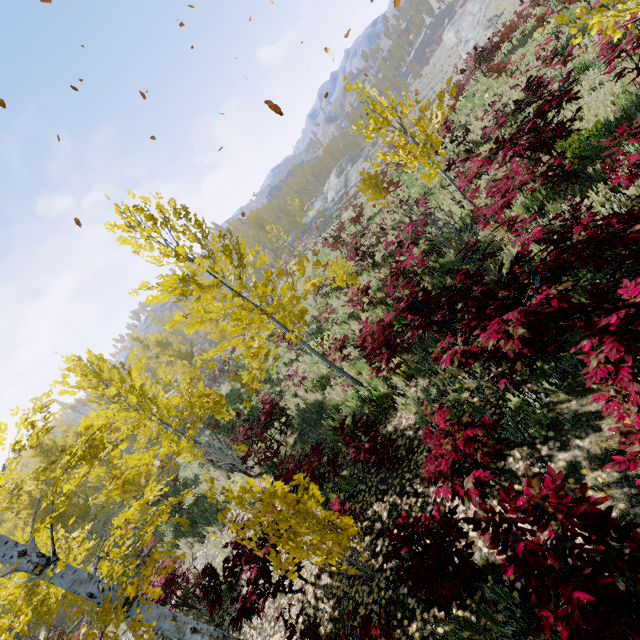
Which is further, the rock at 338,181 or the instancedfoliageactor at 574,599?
the rock at 338,181

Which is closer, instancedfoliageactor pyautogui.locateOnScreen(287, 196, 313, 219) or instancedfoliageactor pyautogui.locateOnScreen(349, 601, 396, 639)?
instancedfoliageactor pyautogui.locateOnScreen(349, 601, 396, 639)

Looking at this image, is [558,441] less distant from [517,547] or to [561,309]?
[561,309]

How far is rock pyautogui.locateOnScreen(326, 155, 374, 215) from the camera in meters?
51.9

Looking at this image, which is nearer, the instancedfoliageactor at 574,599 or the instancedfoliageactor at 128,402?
the instancedfoliageactor at 574,599

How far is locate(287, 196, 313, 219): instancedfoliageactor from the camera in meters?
51.7 m
